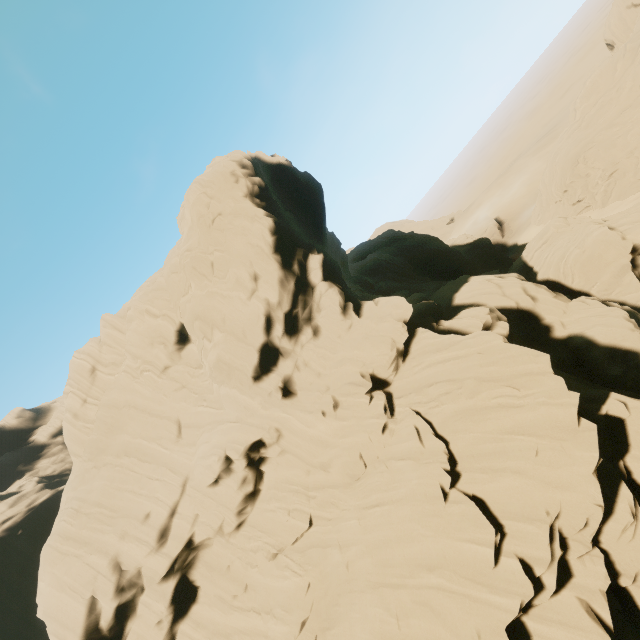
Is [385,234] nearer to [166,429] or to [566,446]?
[166,429]
